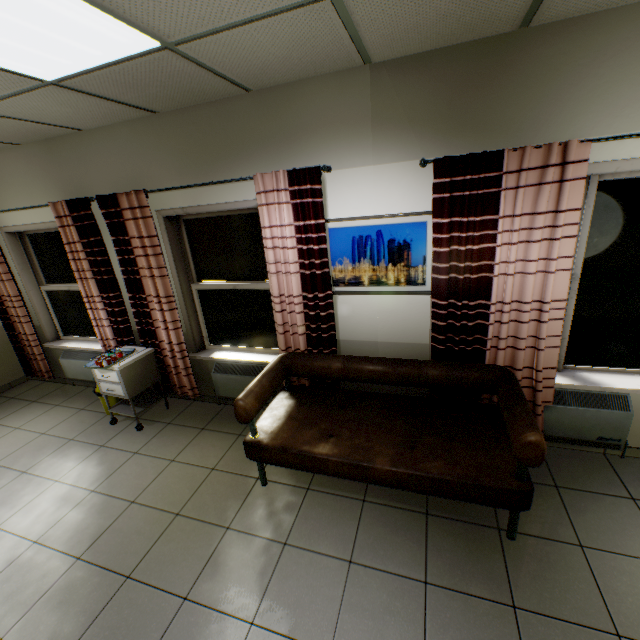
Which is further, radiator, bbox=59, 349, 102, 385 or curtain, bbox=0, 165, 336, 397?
radiator, bbox=59, 349, 102, 385

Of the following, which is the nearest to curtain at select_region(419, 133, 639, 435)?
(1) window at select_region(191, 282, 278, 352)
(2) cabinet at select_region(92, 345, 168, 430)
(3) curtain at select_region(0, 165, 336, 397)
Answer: (3) curtain at select_region(0, 165, 336, 397)

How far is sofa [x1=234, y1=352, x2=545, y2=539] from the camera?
2.12m

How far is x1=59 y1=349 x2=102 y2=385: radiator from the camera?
4.6m

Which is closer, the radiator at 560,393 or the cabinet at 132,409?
the radiator at 560,393

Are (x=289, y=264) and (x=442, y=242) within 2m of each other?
yes

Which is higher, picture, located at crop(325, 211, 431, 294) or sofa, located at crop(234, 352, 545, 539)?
picture, located at crop(325, 211, 431, 294)

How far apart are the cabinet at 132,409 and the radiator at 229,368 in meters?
0.7 m
